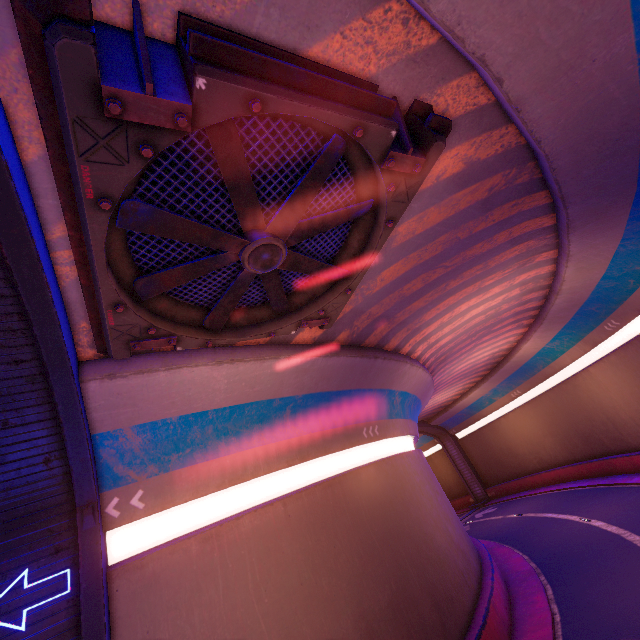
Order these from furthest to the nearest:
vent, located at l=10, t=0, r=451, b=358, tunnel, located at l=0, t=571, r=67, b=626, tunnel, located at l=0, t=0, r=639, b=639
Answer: tunnel, located at l=0, t=571, r=67, b=626 → tunnel, located at l=0, t=0, r=639, b=639 → vent, located at l=10, t=0, r=451, b=358

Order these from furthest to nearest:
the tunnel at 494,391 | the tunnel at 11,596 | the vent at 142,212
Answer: the tunnel at 11,596 → the tunnel at 494,391 → the vent at 142,212

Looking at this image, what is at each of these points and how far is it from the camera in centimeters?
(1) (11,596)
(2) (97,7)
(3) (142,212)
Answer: (1) tunnel, 635cm
(2) tunnel, 345cm
(3) vent, 459cm

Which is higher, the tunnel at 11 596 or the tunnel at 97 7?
the tunnel at 97 7

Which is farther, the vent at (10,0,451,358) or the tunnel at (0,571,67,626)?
the tunnel at (0,571,67,626)

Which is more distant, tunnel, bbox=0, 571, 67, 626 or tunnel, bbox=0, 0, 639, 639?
tunnel, bbox=0, 571, 67, 626

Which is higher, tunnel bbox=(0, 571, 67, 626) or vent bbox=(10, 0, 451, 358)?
vent bbox=(10, 0, 451, 358)
